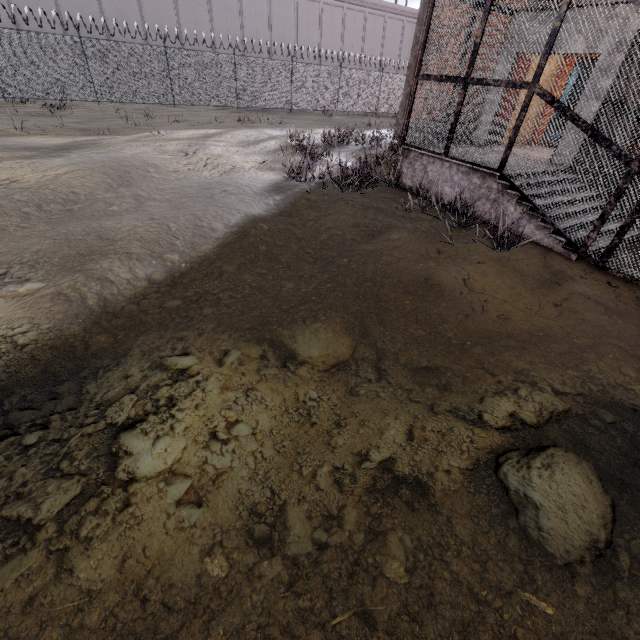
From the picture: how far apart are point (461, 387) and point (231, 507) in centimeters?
243cm
